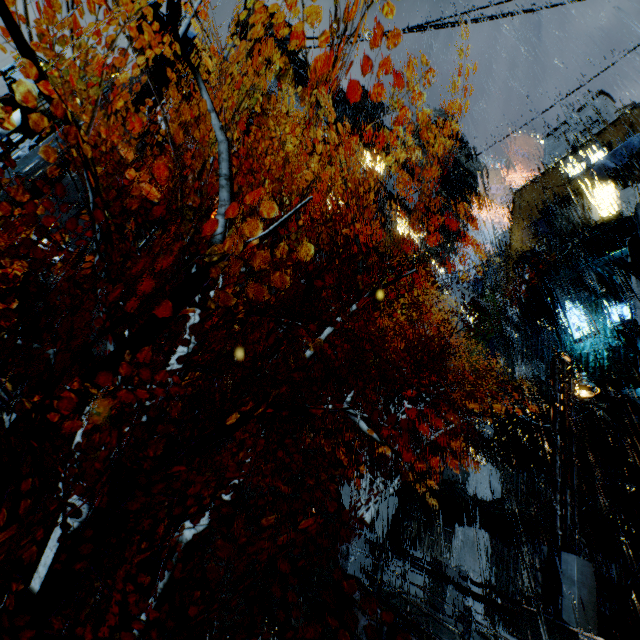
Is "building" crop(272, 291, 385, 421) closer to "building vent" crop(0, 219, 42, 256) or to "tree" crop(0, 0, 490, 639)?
"building vent" crop(0, 219, 42, 256)

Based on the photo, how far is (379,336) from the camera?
29.41m

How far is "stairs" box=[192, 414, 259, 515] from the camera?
15.33m

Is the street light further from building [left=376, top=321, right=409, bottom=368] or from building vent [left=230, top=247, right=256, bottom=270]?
building vent [left=230, top=247, right=256, bottom=270]

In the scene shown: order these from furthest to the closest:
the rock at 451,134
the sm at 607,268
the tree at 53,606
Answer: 1. the rock at 451,134
2. the sm at 607,268
3. the tree at 53,606

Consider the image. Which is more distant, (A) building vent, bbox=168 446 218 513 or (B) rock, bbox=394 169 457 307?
(B) rock, bbox=394 169 457 307

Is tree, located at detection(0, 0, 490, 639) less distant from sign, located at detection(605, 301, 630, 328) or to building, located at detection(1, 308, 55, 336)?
building, located at detection(1, 308, 55, 336)

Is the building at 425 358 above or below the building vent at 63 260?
above
